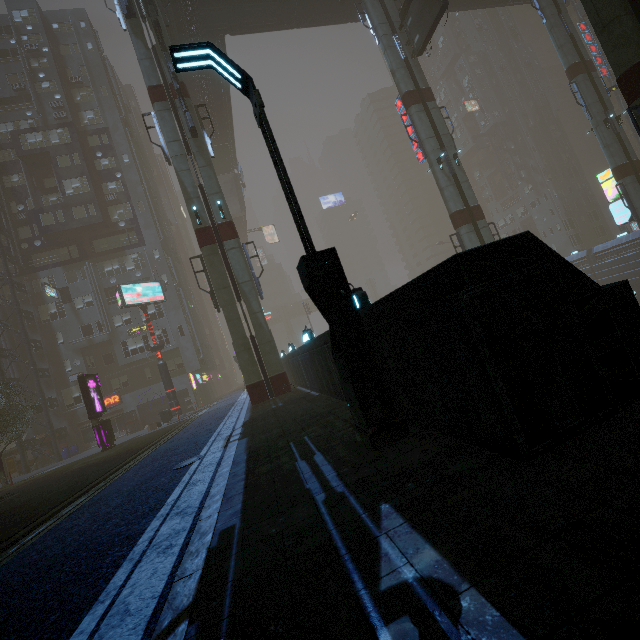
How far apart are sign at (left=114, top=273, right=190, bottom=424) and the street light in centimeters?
2422cm

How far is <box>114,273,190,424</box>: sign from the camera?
25.9 meters

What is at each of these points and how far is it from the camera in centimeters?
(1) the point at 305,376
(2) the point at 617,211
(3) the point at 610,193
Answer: (1) building, 1443cm
(2) sign, 2639cm
(3) sign, 2645cm

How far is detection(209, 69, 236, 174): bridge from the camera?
31.3m

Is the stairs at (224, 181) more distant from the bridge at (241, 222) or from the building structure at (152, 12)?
the building structure at (152, 12)

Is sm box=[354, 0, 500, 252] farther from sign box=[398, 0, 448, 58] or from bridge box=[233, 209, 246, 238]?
bridge box=[233, 209, 246, 238]

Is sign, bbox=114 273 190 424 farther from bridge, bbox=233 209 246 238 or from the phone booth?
bridge, bbox=233 209 246 238

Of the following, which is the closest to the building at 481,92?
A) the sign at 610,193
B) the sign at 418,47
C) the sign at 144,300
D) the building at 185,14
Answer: the sign at 610,193
